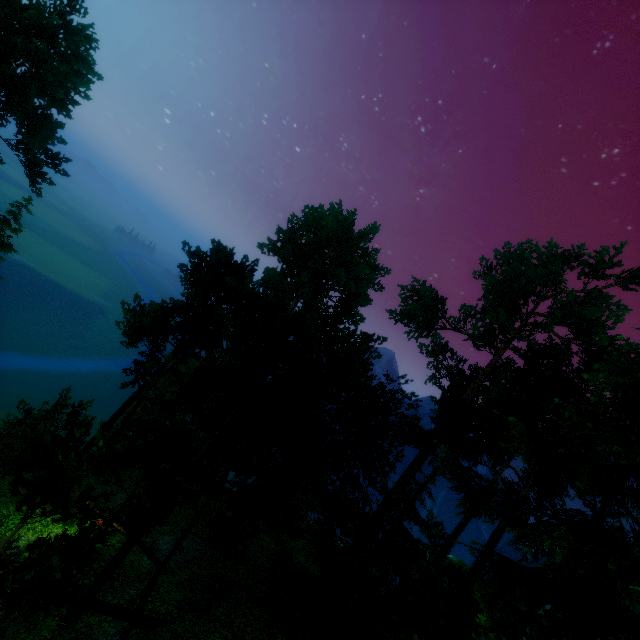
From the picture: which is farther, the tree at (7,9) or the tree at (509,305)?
the tree at (7,9)

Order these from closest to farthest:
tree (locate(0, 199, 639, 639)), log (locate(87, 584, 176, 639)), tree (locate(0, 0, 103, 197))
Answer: tree (locate(0, 199, 639, 639)) → log (locate(87, 584, 176, 639)) → tree (locate(0, 0, 103, 197))

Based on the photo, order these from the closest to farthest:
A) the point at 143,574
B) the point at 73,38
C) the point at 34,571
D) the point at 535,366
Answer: the point at 34,571 < the point at 143,574 < the point at 535,366 < the point at 73,38

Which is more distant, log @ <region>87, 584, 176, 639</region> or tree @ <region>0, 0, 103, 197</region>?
tree @ <region>0, 0, 103, 197</region>

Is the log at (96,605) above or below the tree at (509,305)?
below

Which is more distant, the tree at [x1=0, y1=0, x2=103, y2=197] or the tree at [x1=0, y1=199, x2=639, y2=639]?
the tree at [x1=0, y1=0, x2=103, y2=197]

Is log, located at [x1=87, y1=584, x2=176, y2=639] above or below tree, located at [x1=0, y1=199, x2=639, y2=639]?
below
